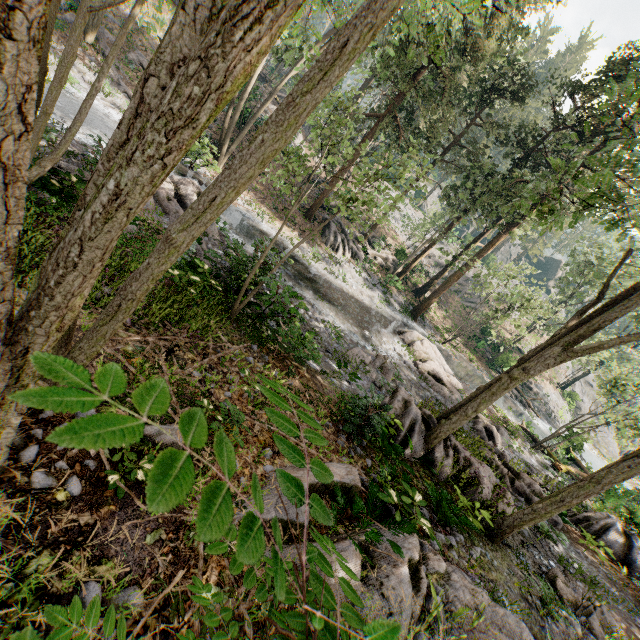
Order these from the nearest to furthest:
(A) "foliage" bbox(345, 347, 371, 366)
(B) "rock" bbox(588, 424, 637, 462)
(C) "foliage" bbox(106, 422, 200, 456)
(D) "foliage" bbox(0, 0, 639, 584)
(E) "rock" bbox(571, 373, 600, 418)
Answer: (C) "foliage" bbox(106, 422, 200, 456) → (D) "foliage" bbox(0, 0, 639, 584) → (A) "foliage" bbox(345, 347, 371, 366) → (E) "rock" bbox(571, 373, 600, 418) → (B) "rock" bbox(588, 424, 637, 462)

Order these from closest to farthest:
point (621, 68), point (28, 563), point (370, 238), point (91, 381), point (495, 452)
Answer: point (28, 563) → point (91, 381) → point (495, 452) → point (621, 68) → point (370, 238)

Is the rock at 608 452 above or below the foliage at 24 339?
below

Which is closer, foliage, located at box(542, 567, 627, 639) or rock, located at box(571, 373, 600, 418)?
foliage, located at box(542, 567, 627, 639)

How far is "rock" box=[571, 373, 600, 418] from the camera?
40.5 meters

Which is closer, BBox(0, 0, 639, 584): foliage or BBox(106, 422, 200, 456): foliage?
BBox(106, 422, 200, 456): foliage
